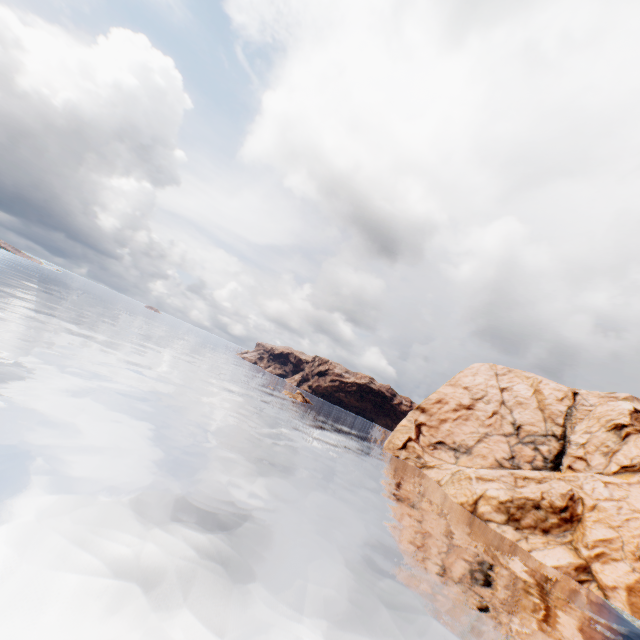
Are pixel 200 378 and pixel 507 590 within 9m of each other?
no
